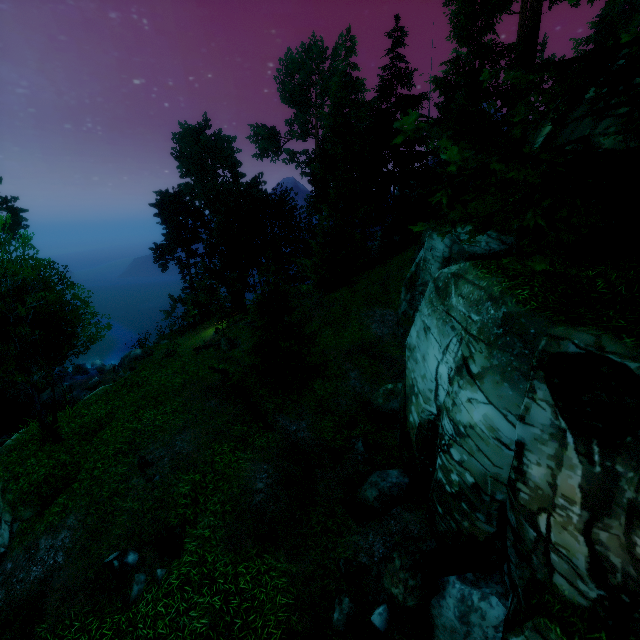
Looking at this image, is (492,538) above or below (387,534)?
above

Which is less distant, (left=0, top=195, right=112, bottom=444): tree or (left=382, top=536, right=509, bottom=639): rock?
(left=382, top=536, right=509, bottom=639): rock

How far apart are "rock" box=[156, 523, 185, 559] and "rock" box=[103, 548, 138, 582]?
0.5m

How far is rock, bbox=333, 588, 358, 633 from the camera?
7.51m

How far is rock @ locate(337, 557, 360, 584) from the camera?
8.40m

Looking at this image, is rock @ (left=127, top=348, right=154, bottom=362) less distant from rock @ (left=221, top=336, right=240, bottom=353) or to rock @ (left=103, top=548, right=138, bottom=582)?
rock @ (left=221, top=336, right=240, bottom=353)

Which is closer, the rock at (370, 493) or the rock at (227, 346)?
the rock at (370, 493)

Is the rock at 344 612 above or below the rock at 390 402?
below
